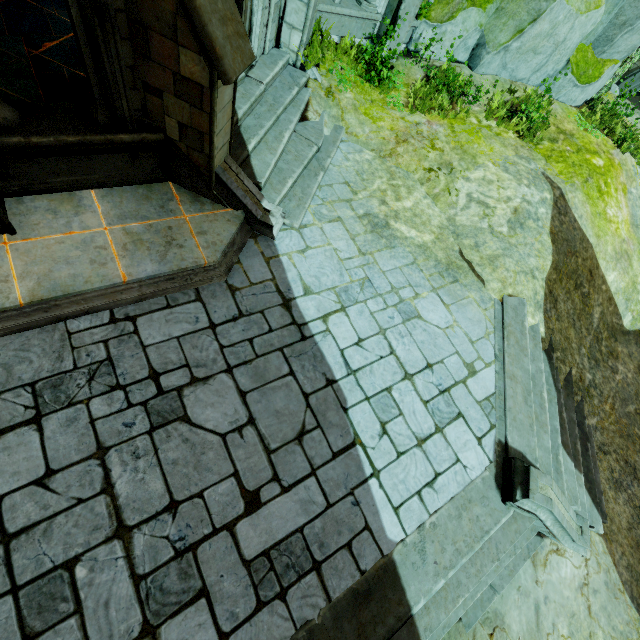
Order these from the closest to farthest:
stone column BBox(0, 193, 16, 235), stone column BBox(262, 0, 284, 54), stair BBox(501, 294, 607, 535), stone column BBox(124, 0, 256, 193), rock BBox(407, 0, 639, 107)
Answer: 1. stone column BBox(124, 0, 256, 193)
2. stone column BBox(0, 193, 16, 235)
3. stair BBox(501, 294, 607, 535)
4. stone column BBox(262, 0, 284, 54)
5. rock BBox(407, 0, 639, 107)

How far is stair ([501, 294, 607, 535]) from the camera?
5.7 meters

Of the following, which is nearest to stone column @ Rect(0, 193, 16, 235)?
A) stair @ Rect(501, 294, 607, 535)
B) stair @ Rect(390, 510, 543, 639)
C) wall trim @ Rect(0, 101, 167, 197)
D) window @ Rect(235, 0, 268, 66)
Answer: wall trim @ Rect(0, 101, 167, 197)

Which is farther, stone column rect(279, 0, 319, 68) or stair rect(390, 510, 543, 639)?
stone column rect(279, 0, 319, 68)

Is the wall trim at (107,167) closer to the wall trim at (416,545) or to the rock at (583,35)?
the wall trim at (416,545)

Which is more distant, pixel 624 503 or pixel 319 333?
pixel 624 503

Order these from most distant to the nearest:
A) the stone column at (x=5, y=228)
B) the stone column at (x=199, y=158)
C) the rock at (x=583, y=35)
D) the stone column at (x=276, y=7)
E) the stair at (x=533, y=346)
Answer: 1. the rock at (x=583, y=35)
2. the stone column at (x=276, y=7)
3. the stair at (x=533, y=346)
4. the stone column at (x=5, y=228)
5. the stone column at (x=199, y=158)

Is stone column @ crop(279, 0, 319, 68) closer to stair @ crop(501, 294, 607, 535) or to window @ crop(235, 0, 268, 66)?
window @ crop(235, 0, 268, 66)
